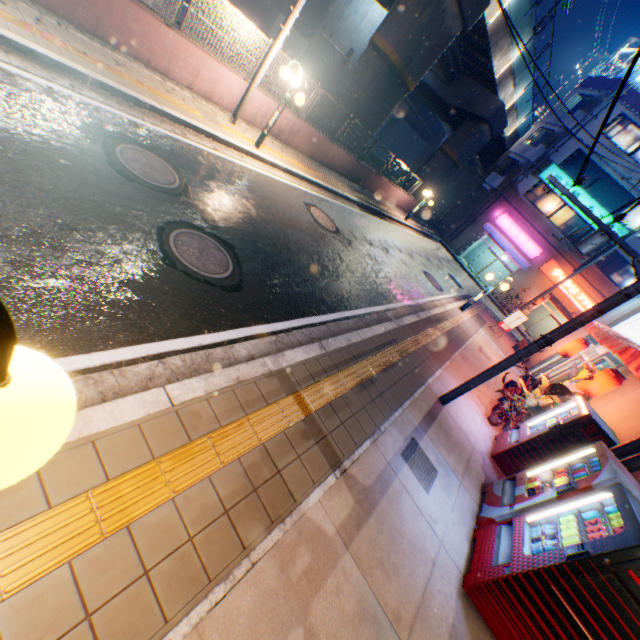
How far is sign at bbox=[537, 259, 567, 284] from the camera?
25.9m

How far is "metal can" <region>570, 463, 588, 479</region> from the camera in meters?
4.7 m

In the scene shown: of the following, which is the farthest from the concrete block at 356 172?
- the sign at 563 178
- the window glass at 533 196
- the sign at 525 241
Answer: the sign at 563 178

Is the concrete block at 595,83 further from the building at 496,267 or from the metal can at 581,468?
the metal can at 581,468

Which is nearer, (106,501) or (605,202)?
(106,501)

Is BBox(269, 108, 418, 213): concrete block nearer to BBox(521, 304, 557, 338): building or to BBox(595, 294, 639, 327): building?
BBox(521, 304, 557, 338): building

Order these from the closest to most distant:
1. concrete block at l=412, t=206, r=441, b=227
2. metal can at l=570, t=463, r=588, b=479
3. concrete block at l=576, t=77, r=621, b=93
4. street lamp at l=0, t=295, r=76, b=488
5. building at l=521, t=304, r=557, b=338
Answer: street lamp at l=0, t=295, r=76, b=488 < metal can at l=570, t=463, r=588, b=479 < concrete block at l=576, t=77, r=621, b=93 < concrete block at l=412, t=206, r=441, b=227 < building at l=521, t=304, r=557, b=338

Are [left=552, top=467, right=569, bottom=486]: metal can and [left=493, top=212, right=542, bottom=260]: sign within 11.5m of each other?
no
